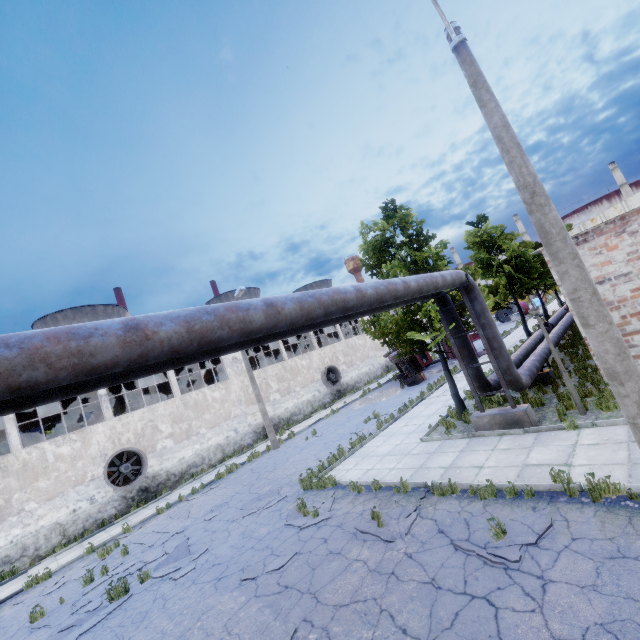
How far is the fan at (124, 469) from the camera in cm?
1769

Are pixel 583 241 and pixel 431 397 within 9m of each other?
no

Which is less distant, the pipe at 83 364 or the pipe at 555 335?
the pipe at 83 364

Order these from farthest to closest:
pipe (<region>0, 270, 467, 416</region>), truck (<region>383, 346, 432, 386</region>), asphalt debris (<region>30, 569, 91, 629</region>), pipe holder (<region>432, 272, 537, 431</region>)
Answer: truck (<region>383, 346, 432, 386</region>) → pipe holder (<region>432, 272, 537, 431</region>) → asphalt debris (<region>30, 569, 91, 629</region>) → pipe (<region>0, 270, 467, 416</region>)

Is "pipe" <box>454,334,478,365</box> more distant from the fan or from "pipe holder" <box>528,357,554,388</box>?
the fan

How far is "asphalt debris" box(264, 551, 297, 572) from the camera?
7.42m

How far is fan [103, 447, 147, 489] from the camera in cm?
1769

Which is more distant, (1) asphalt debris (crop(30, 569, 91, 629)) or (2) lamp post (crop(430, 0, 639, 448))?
(1) asphalt debris (crop(30, 569, 91, 629))
